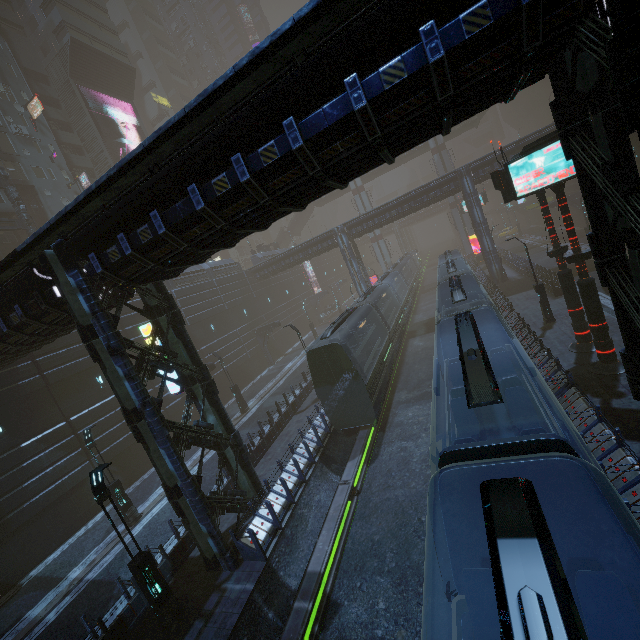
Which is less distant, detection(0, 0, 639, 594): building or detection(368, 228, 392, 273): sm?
detection(0, 0, 639, 594): building

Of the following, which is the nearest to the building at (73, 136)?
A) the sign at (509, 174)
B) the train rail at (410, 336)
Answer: the train rail at (410, 336)

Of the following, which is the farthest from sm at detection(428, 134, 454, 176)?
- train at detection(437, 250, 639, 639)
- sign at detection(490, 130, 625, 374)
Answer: sign at detection(490, 130, 625, 374)

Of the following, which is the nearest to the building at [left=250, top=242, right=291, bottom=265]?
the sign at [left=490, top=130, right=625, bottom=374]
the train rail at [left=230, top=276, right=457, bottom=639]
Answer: the train rail at [left=230, top=276, right=457, bottom=639]

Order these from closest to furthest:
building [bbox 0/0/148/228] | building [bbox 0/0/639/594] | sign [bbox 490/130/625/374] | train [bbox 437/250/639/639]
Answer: train [bbox 437/250/639/639] → building [bbox 0/0/639/594] → sign [bbox 490/130/625/374] → building [bbox 0/0/148/228]

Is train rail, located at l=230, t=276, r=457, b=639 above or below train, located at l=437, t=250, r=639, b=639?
below

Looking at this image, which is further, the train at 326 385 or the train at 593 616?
the train at 326 385

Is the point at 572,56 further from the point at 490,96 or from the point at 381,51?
the point at 381,51
